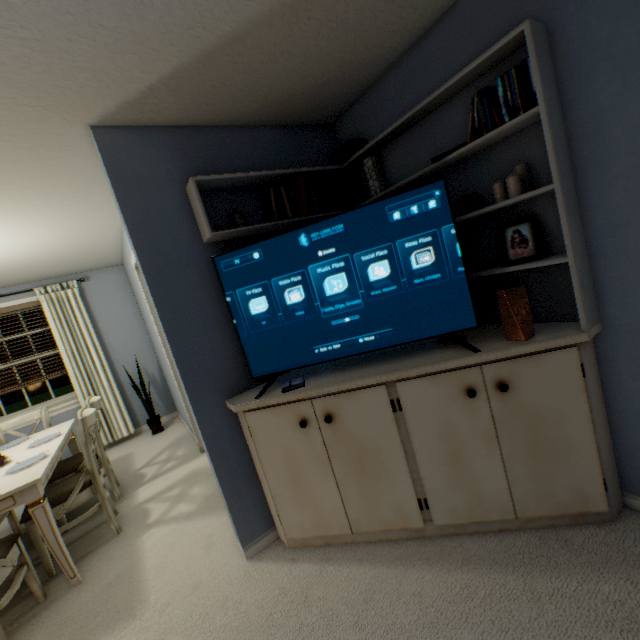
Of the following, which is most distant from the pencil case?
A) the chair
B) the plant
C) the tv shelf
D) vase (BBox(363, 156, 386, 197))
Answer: the plant

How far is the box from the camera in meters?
2.1 m

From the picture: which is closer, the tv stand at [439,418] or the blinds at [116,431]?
the tv stand at [439,418]

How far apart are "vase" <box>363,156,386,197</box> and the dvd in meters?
1.3 m

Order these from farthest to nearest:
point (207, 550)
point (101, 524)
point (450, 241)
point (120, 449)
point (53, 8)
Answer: point (120, 449)
point (101, 524)
point (207, 550)
point (450, 241)
point (53, 8)

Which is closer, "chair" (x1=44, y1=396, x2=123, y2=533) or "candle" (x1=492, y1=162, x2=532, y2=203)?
"candle" (x1=492, y1=162, x2=532, y2=203)

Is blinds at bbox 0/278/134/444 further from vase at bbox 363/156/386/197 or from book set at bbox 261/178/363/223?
vase at bbox 363/156/386/197

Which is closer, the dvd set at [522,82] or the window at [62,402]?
the dvd set at [522,82]
